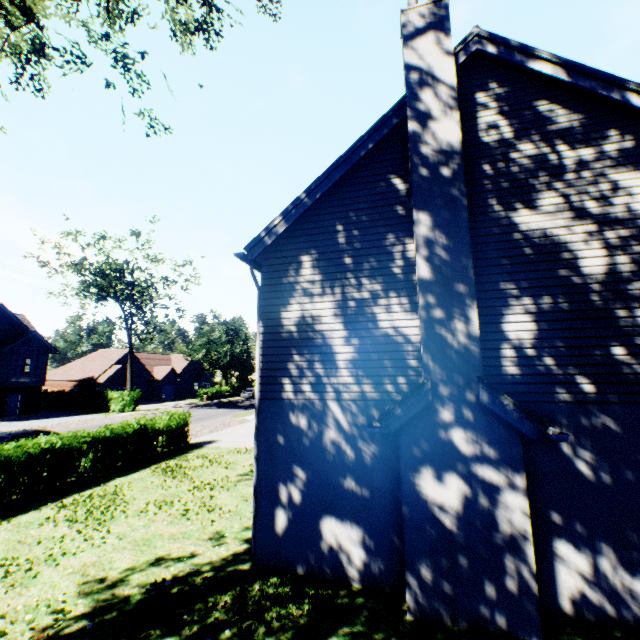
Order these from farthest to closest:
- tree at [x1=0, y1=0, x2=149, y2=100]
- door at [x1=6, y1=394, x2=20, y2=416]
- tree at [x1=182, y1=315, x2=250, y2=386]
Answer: tree at [x1=182, y1=315, x2=250, y2=386], door at [x1=6, y1=394, x2=20, y2=416], tree at [x1=0, y1=0, x2=149, y2=100]

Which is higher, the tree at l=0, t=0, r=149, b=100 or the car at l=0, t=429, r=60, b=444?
the tree at l=0, t=0, r=149, b=100

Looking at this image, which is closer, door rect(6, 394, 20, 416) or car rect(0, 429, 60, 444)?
car rect(0, 429, 60, 444)

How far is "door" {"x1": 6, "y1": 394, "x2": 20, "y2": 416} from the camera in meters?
32.5 m

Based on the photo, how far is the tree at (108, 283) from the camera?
31.9 meters

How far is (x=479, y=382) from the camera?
5.5 meters

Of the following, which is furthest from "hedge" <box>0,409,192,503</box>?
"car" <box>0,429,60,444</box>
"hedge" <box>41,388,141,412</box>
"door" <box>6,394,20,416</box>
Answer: "door" <box>6,394,20,416</box>

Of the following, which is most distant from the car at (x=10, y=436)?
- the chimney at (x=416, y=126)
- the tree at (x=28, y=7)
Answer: the chimney at (x=416, y=126)
